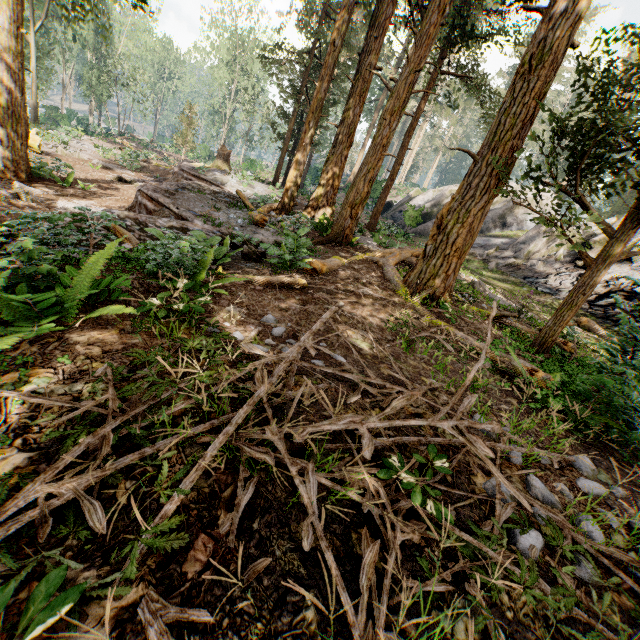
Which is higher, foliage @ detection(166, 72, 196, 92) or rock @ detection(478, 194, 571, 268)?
foliage @ detection(166, 72, 196, 92)

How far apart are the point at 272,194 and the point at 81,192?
9.11m

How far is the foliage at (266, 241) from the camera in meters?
7.7

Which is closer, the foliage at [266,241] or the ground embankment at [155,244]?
the ground embankment at [155,244]

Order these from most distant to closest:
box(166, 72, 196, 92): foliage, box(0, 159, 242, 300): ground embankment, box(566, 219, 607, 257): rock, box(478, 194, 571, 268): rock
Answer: box(166, 72, 196, 92): foliage
box(478, 194, 571, 268): rock
box(566, 219, 607, 257): rock
box(0, 159, 242, 300): ground embankment

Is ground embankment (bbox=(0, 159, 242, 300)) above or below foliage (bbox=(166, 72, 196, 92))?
below

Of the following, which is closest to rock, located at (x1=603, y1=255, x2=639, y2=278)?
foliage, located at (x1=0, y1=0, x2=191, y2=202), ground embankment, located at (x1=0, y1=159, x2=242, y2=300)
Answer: foliage, located at (x1=0, y1=0, x2=191, y2=202)

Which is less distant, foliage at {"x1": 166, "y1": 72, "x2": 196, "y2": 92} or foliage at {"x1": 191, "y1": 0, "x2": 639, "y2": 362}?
foliage at {"x1": 191, "y1": 0, "x2": 639, "y2": 362}
